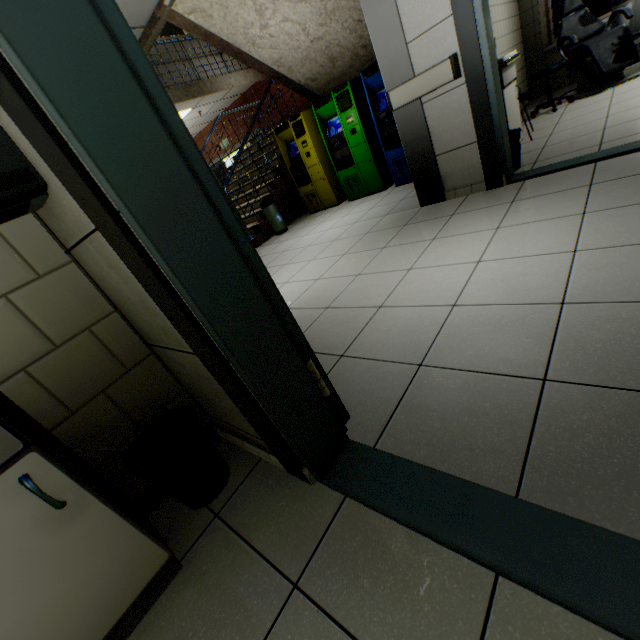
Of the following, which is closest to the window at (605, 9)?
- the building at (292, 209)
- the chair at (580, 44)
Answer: the chair at (580, 44)

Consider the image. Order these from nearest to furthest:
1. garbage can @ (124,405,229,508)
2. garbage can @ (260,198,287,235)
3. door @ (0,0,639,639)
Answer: door @ (0,0,639,639) < garbage can @ (124,405,229,508) < garbage can @ (260,198,287,235)

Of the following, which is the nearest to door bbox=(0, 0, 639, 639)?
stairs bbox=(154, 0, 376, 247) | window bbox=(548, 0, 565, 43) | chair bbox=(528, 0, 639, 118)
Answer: stairs bbox=(154, 0, 376, 247)

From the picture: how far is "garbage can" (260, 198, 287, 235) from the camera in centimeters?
579cm

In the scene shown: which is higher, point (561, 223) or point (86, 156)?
point (86, 156)

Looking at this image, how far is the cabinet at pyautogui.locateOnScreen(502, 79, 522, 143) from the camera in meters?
3.3 m

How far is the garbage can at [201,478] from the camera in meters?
1.3

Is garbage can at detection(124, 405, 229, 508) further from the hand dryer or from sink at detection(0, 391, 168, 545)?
the hand dryer
